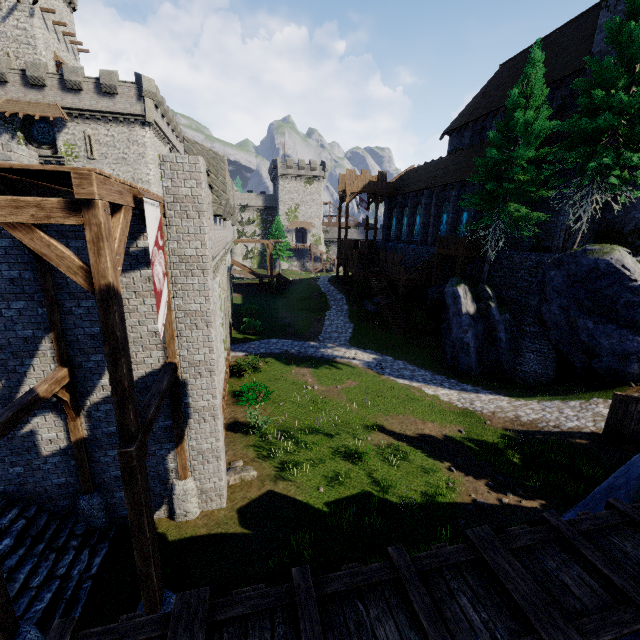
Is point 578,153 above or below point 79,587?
above

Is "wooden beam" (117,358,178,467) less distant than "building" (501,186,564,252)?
Yes

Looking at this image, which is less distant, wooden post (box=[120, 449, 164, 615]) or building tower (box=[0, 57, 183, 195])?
wooden post (box=[120, 449, 164, 615])

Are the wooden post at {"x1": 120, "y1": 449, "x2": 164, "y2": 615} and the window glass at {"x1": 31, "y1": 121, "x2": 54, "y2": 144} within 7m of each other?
no

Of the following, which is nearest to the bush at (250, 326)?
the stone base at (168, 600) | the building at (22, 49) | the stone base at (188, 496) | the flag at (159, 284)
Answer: the stone base at (188, 496)

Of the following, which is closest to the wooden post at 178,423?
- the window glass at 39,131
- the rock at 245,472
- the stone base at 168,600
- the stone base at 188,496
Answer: the stone base at 188,496

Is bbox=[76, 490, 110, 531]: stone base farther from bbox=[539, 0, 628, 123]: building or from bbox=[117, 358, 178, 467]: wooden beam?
bbox=[539, 0, 628, 123]: building

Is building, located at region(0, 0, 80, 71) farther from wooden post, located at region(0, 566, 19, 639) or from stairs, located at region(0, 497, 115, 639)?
wooden post, located at region(0, 566, 19, 639)
